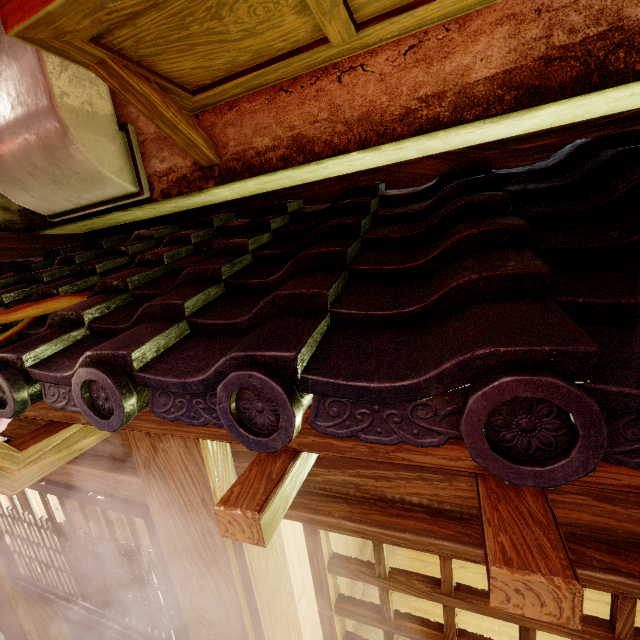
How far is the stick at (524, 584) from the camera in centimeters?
101cm

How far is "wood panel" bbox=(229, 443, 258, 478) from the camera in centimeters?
259cm

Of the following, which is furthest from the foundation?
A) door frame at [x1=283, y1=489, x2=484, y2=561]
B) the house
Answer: the house

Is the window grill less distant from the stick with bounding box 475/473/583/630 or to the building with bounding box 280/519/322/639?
the building with bounding box 280/519/322/639

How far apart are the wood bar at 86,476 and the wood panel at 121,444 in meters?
0.1

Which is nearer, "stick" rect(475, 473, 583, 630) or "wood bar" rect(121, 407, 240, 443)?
"stick" rect(475, 473, 583, 630)

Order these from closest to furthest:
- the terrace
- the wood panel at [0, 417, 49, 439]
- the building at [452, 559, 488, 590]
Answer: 1. the terrace
2. the wood panel at [0, 417, 49, 439]
3. the building at [452, 559, 488, 590]

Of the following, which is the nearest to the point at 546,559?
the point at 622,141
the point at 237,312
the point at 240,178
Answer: Answer: the point at 237,312
